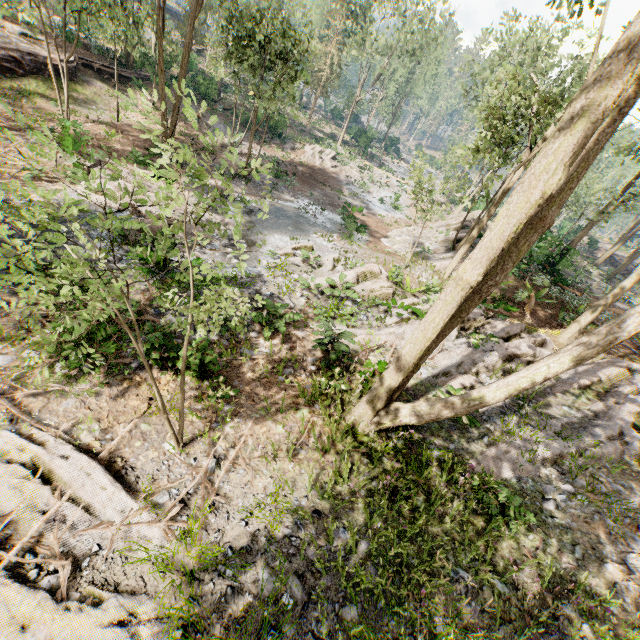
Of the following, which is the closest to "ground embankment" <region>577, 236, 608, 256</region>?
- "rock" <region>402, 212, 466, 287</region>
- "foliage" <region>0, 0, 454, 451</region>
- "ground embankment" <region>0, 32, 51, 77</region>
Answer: "foliage" <region>0, 0, 454, 451</region>

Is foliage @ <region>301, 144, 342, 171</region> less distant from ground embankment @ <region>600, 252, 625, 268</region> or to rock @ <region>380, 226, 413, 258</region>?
rock @ <region>380, 226, 413, 258</region>

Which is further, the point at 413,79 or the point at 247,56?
the point at 413,79

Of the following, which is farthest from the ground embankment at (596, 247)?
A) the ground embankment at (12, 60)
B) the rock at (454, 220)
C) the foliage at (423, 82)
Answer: the ground embankment at (12, 60)

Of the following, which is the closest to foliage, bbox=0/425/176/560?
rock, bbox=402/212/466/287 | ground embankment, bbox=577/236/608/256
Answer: rock, bbox=402/212/466/287

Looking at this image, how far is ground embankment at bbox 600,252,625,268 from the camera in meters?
40.7 m

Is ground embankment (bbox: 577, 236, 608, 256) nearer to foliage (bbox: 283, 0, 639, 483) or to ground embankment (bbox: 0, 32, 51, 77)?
foliage (bbox: 283, 0, 639, 483)

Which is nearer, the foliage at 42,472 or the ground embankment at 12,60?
the foliage at 42,472
